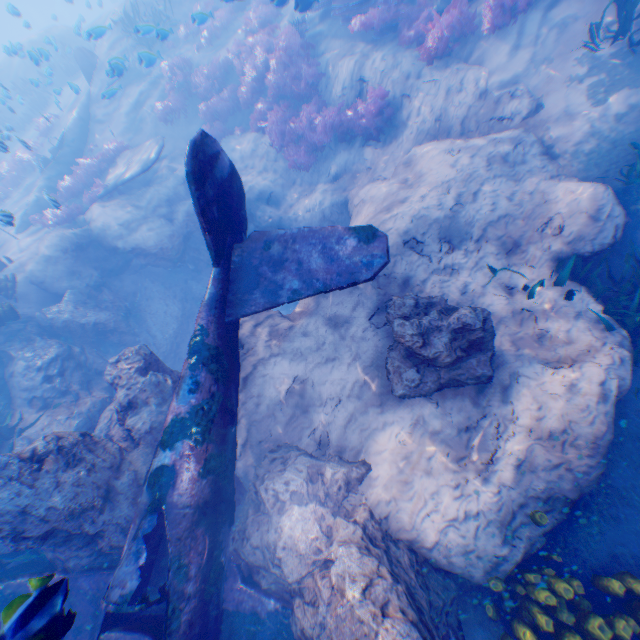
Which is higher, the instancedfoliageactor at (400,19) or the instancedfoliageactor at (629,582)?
the instancedfoliageactor at (400,19)

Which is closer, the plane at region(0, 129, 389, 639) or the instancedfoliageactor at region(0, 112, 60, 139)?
the plane at region(0, 129, 389, 639)

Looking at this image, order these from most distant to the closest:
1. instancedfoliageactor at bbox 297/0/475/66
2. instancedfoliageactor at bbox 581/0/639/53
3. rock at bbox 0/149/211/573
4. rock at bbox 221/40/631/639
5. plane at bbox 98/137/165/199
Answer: plane at bbox 98/137/165/199 < instancedfoliageactor at bbox 297/0/475/66 < instancedfoliageactor at bbox 581/0/639/53 < rock at bbox 0/149/211/573 < rock at bbox 221/40/631/639

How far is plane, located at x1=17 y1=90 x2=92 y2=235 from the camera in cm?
1309

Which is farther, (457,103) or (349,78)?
(349,78)

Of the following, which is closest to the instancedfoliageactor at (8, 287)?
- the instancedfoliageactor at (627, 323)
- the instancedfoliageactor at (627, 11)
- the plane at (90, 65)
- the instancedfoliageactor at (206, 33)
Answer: the plane at (90, 65)

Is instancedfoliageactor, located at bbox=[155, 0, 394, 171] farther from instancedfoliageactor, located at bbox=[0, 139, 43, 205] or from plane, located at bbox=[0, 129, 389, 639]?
instancedfoliageactor, located at bbox=[0, 139, 43, 205]

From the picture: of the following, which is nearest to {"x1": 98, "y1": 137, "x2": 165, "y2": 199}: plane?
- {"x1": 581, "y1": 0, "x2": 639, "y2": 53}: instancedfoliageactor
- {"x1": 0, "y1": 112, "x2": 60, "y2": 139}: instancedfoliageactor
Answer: {"x1": 0, "y1": 112, "x2": 60, "y2": 139}: instancedfoliageactor
